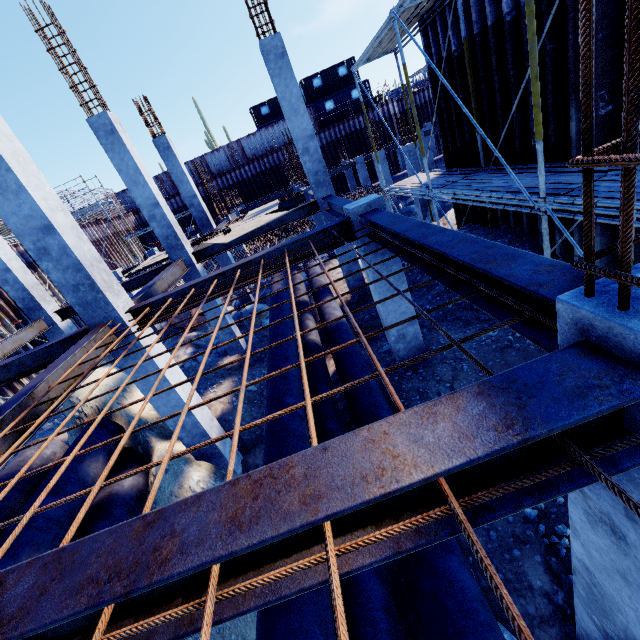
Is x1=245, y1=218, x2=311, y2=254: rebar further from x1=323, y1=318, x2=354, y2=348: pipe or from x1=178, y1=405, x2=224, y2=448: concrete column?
x1=178, y1=405, x2=224, y2=448: concrete column

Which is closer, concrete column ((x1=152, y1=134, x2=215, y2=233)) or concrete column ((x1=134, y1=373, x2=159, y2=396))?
concrete column ((x1=134, y1=373, x2=159, y2=396))

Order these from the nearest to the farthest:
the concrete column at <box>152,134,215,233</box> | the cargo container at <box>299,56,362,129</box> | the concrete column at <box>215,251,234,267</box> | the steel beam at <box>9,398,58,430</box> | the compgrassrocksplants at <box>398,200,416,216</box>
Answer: the steel beam at <box>9,398,58,430</box> < the concrete column at <box>152,134,215,233</box> < the concrete column at <box>215,251,234,267</box> < the compgrassrocksplants at <box>398,200,416,216</box> < the cargo container at <box>299,56,362,129</box>

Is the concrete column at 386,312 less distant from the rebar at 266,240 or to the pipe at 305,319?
the pipe at 305,319

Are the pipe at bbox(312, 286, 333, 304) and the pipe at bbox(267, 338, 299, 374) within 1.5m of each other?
yes

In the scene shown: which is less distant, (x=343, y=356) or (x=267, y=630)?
(x=267, y=630)

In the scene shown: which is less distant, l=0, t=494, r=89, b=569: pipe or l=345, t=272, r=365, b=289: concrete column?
l=0, t=494, r=89, b=569: pipe

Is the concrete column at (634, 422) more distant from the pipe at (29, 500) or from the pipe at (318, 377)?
the pipe at (29, 500)
